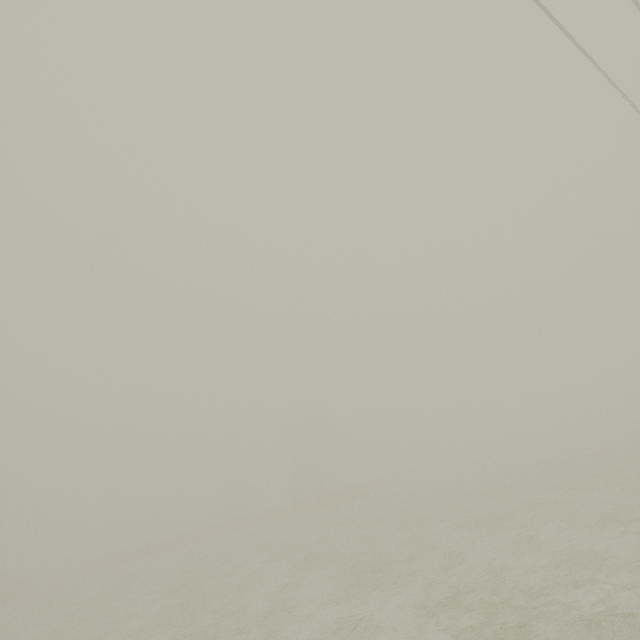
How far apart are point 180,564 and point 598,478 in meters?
32.3
